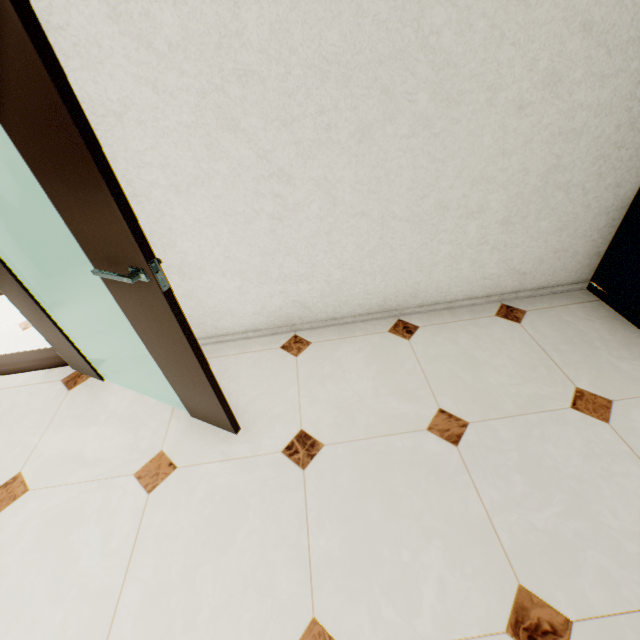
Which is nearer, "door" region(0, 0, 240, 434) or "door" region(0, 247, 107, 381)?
"door" region(0, 0, 240, 434)

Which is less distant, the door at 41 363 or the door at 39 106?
the door at 39 106

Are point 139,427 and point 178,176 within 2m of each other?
yes
